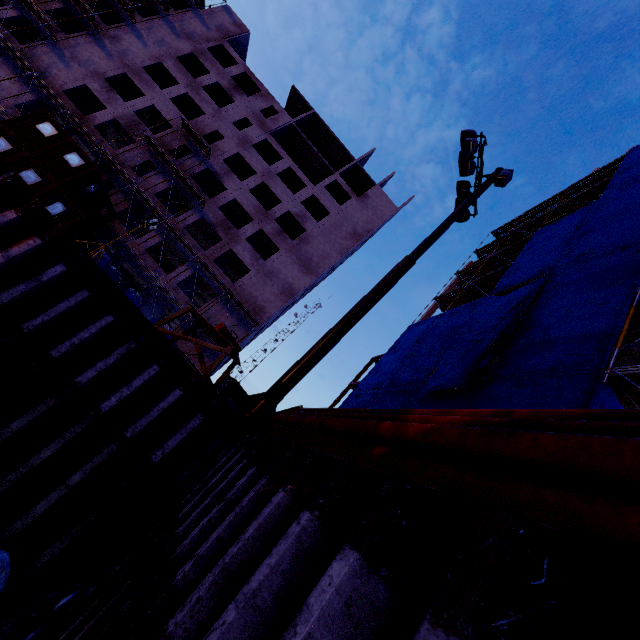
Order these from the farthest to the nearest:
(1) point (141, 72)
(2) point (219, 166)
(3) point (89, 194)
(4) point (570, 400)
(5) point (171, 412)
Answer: (2) point (219, 166) → (1) point (141, 72) → (3) point (89, 194) → (4) point (570, 400) → (5) point (171, 412)

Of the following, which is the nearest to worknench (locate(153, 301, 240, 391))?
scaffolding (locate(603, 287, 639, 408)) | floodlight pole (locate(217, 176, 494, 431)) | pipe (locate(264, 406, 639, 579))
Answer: floodlight pole (locate(217, 176, 494, 431))

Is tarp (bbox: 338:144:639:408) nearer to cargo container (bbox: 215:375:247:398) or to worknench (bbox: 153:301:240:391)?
worknench (bbox: 153:301:240:391)

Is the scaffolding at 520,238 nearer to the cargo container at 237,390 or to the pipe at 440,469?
the pipe at 440,469

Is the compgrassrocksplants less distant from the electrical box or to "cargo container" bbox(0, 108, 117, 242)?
the electrical box

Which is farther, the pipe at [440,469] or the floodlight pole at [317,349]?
the floodlight pole at [317,349]

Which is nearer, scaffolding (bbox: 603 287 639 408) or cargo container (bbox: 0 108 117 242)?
scaffolding (bbox: 603 287 639 408)

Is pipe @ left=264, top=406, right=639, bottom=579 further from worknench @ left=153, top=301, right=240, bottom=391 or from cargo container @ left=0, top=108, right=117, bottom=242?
cargo container @ left=0, top=108, right=117, bottom=242
